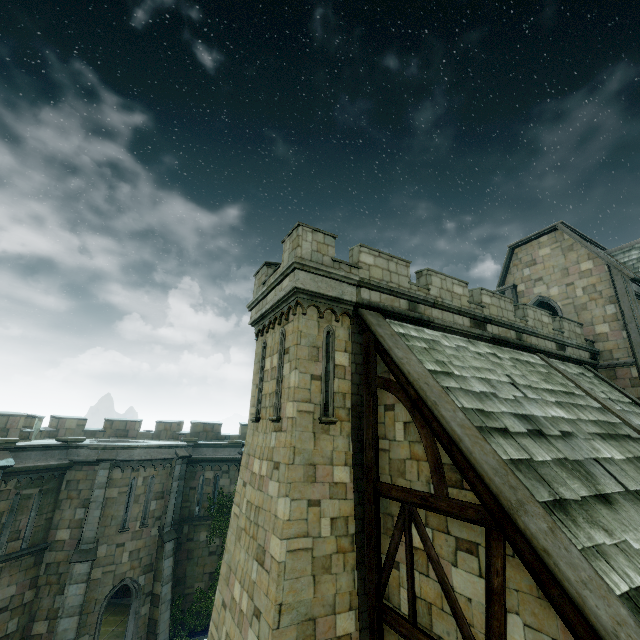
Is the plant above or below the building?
below

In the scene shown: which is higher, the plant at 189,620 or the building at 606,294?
the building at 606,294

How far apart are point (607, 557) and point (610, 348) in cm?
1517

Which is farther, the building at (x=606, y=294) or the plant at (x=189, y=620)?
the plant at (x=189, y=620)

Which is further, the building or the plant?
the plant
